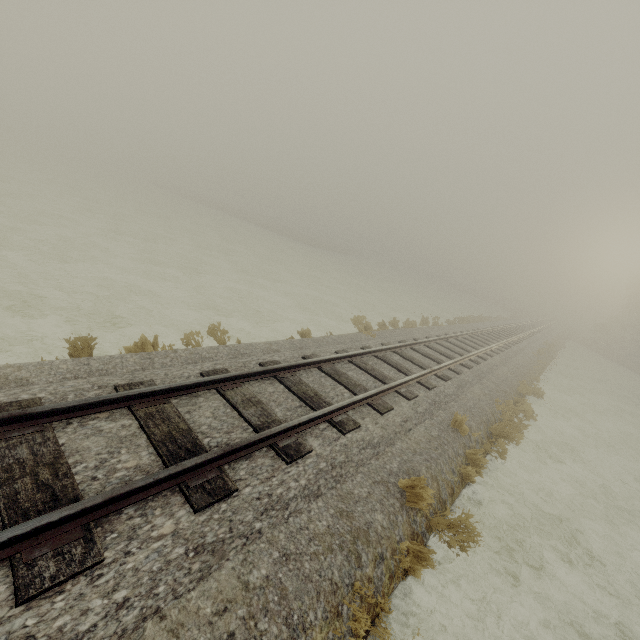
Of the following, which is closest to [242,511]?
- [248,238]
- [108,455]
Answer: [108,455]
